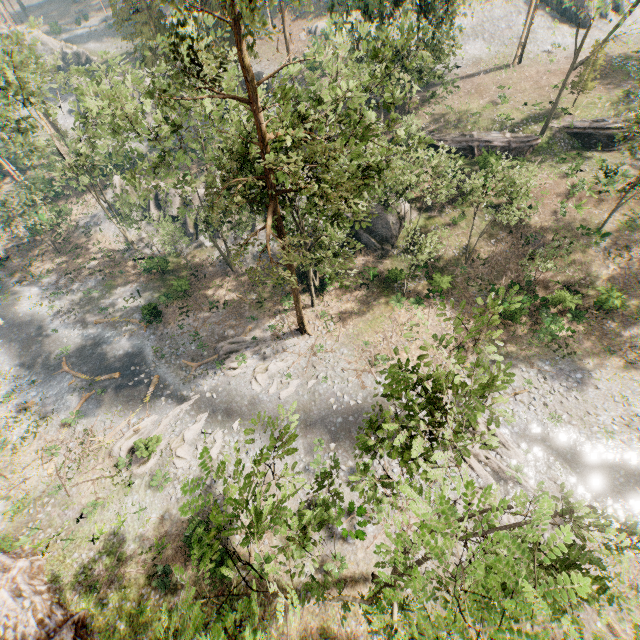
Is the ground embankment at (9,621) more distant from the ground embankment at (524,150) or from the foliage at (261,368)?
the ground embankment at (524,150)

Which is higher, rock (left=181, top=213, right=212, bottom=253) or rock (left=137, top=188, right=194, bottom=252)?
rock (left=137, top=188, right=194, bottom=252)

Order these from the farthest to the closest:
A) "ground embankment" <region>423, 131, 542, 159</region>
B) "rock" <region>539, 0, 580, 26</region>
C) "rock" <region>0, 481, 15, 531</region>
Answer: "rock" <region>539, 0, 580, 26</region> → "ground embankment" <region>423, 131, 542, 159</region> → "rock" <region>0, 481, 15, 531</region>

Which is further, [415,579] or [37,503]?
[37,503]

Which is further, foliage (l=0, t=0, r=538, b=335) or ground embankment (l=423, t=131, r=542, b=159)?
ground embankment (l=423, t=131, r=542, b=159)

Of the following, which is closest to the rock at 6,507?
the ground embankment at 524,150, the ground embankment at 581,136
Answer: the ground embankment at 524,150

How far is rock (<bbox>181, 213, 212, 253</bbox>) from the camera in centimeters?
3759cm

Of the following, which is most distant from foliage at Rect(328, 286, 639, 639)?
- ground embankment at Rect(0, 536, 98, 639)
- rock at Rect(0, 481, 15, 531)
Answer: rock at Rect(0, 481, 15, 531)
